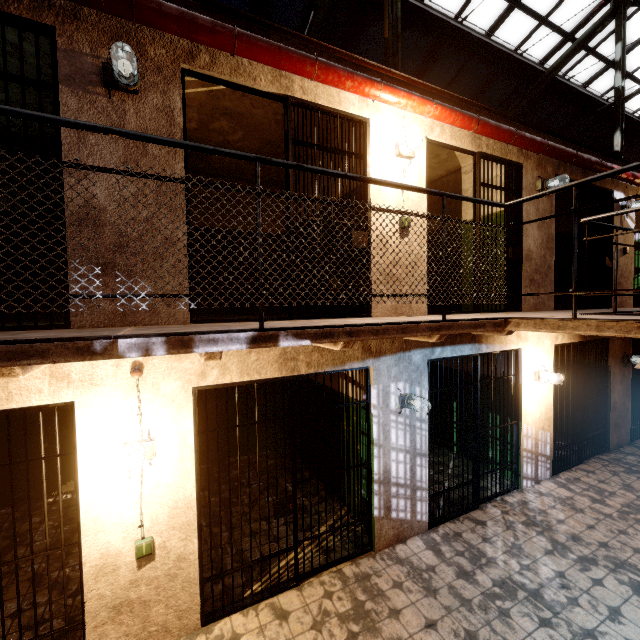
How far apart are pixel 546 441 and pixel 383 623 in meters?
4.3 m

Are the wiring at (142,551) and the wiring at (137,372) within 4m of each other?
yes

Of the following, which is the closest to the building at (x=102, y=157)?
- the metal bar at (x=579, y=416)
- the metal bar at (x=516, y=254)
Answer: the metal bar at (x=516, y=254)

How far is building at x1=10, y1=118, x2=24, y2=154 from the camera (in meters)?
4.70

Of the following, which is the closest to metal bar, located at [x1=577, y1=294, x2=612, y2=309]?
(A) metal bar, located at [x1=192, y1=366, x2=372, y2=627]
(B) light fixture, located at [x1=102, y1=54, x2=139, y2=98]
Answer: (A) metal bar, located at [x1=192, y1=366, x2=372, y2=627]

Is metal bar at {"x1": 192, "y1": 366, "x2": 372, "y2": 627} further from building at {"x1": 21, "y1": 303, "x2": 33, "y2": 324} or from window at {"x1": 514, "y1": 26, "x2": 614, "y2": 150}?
window at {"x1": 514, "y1": 26, "x2": 614, "y2": 150}

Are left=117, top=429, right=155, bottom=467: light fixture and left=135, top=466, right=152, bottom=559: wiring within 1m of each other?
yes

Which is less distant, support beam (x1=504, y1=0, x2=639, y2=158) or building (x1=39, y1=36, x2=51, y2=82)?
building (x1=39, y1=36, x2=51, y2=82)
